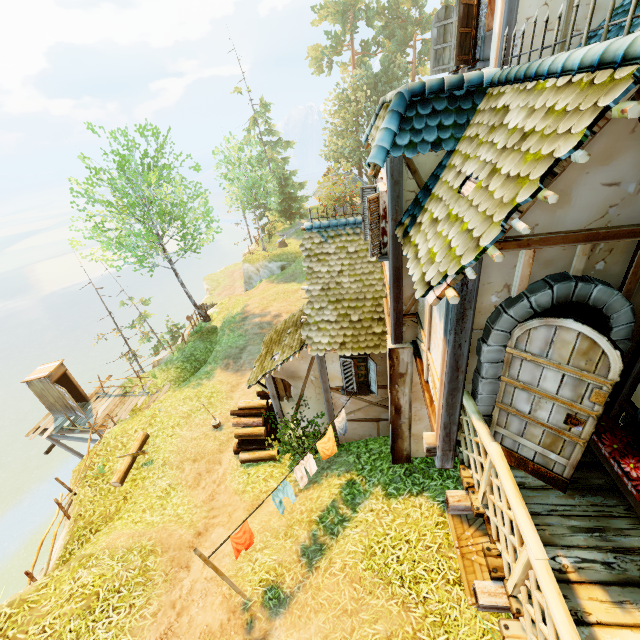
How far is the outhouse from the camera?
15.0 meters

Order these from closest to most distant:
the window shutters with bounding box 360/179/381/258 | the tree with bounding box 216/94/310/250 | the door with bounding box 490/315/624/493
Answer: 1. the door with bounding box 490/315/624/493
2. the window shutters with bounding box 360/179/381/258
3. the tree with bounding box 216/94/310/250

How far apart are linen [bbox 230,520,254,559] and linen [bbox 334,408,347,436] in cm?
308

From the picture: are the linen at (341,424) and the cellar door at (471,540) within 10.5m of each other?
yes

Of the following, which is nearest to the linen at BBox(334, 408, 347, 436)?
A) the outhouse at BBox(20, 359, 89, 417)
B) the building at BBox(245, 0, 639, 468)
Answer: the building at BBox(245, 0, 639, 468)

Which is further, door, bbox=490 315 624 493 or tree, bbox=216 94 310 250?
tree, bbox=216 94 310 250

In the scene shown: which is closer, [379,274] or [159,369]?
[379,274]

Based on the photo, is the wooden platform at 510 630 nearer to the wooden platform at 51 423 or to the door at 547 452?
the door at 547 452
